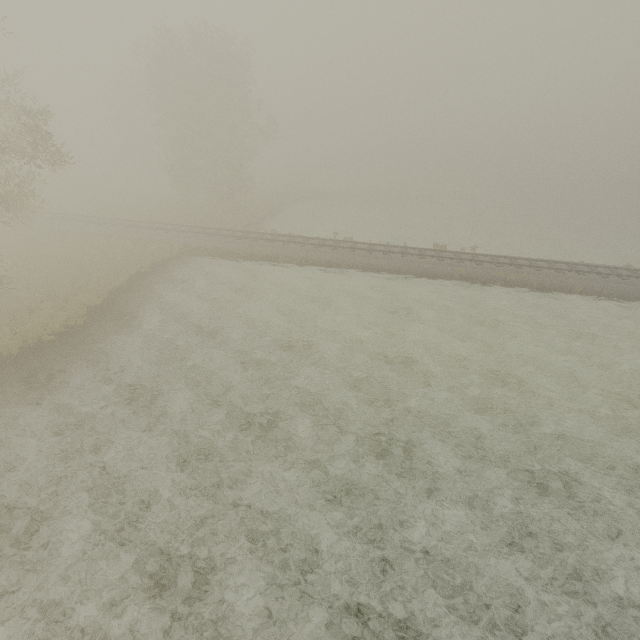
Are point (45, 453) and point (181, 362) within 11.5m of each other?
yes
